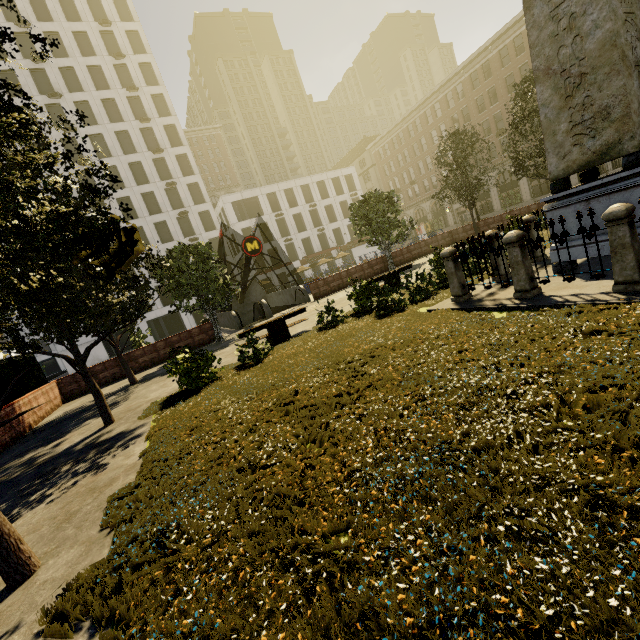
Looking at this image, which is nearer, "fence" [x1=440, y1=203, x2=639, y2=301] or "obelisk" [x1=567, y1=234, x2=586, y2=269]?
"fence" [x1=440, y1=203, x2=639, y2=301]

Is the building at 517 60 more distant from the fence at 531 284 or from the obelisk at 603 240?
the obelisk at 603 240

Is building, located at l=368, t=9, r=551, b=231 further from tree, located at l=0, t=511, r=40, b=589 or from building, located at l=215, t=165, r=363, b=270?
building, located at l=215, t=165, r=363, b=270

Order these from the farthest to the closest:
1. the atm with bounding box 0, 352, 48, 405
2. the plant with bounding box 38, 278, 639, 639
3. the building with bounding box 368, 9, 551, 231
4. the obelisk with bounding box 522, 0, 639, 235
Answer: the building with bounding box 368, 9, 551, 231 → the atm with bounding box 0, 352, 48, 405 → the obelisk with bounding box 522, 0, 639, 235 → the plant with bounding box 38, 278, 639, 639

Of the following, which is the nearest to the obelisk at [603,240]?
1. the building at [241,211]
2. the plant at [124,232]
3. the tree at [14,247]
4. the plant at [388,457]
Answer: the plant at [388,457]

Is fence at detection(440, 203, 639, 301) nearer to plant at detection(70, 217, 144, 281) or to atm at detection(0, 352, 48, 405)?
plant at detection(70, 217, 144, 281)

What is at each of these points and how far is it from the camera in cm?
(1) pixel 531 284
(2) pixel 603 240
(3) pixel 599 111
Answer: (1) fence, 659
(2) obelisk, 660
(3) obelisk, 610

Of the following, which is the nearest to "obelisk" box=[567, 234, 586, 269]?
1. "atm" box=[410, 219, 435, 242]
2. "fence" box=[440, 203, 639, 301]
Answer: "fence" box=[440, 203, 639, 301]
